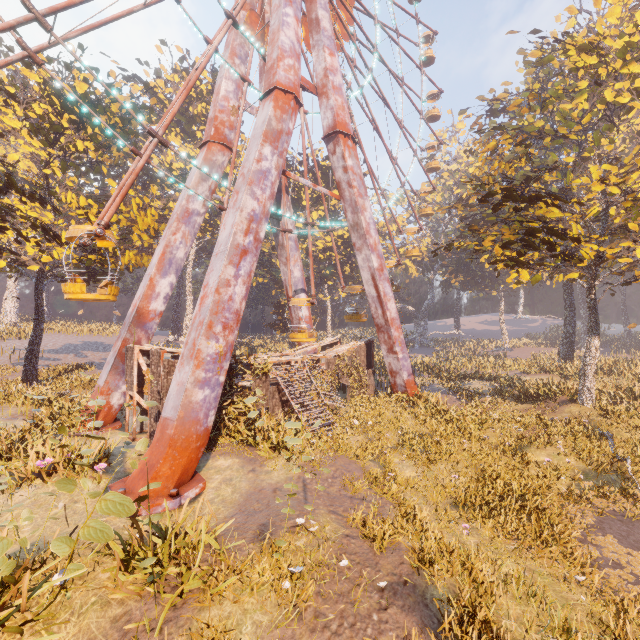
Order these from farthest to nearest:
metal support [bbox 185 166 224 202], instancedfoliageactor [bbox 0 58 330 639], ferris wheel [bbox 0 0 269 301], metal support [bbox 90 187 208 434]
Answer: metal support [bbox 185 166 224 202] < metal support [bbox 90 187 208 434] < ferris wheel [bbox 0 0 269 301] < instancedfoliageactor [bbox 0 58 330 639]

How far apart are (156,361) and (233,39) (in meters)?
19.10

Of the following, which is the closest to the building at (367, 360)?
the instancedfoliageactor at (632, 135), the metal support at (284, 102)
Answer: the metal support at (284, 102)

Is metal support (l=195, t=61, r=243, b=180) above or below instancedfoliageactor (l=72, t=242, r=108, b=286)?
above

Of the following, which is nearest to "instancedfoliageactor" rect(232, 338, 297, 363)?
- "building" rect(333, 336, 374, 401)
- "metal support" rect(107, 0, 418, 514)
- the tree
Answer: "building" rect(333, 336, 374, 401)

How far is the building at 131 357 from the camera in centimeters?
1180cm

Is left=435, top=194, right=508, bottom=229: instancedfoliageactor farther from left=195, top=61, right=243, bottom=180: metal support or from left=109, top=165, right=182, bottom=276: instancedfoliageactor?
left=109, top=165, right=182, bottom=276: instancedfoliageactor

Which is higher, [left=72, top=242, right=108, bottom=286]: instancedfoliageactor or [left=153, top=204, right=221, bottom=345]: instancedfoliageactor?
[left=153, top=204, right=221, bottom=345]: instancedfoliageactor
